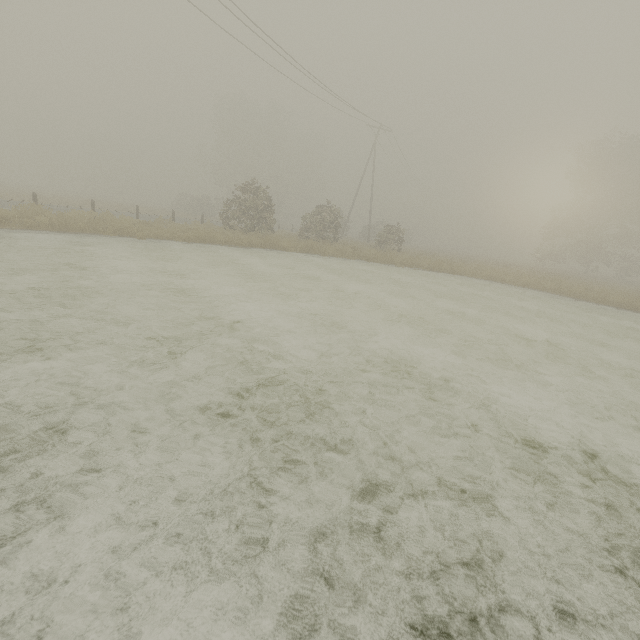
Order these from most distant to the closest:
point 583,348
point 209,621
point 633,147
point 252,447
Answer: point 633,147 < point 583,348 < point 252,447 < point 209,621
